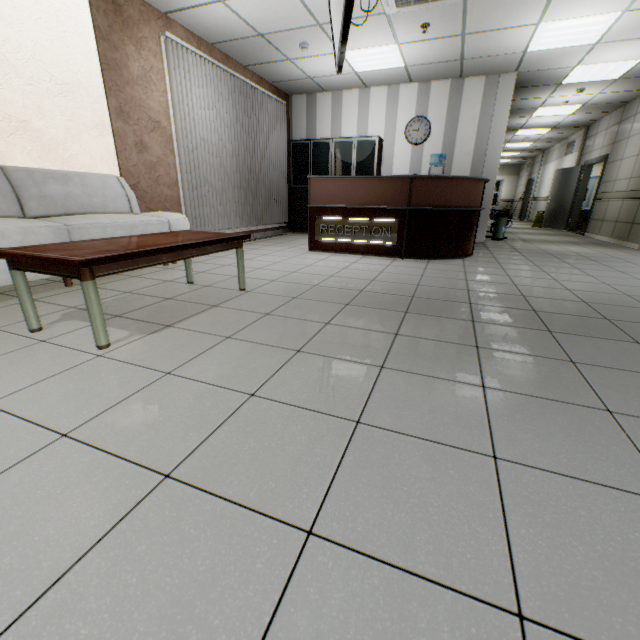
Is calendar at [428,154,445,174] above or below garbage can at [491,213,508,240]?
above

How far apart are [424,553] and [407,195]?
4.69m

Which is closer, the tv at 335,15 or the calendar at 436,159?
the tv at 335,15

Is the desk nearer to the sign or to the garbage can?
the sign

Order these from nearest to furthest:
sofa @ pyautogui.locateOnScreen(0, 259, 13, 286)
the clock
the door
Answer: sofa @ pyautogui.locateOnScreen(0, 259, 13, 286) → the clock → the door

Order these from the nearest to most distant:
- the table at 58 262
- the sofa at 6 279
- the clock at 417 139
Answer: the table at 58 262 < the sofa at 6 279 < the clock at 417 139

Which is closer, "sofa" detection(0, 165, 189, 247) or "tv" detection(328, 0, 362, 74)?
"tv" detection(328, 0, 362, 74)

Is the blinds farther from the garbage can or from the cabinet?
the garbage can
